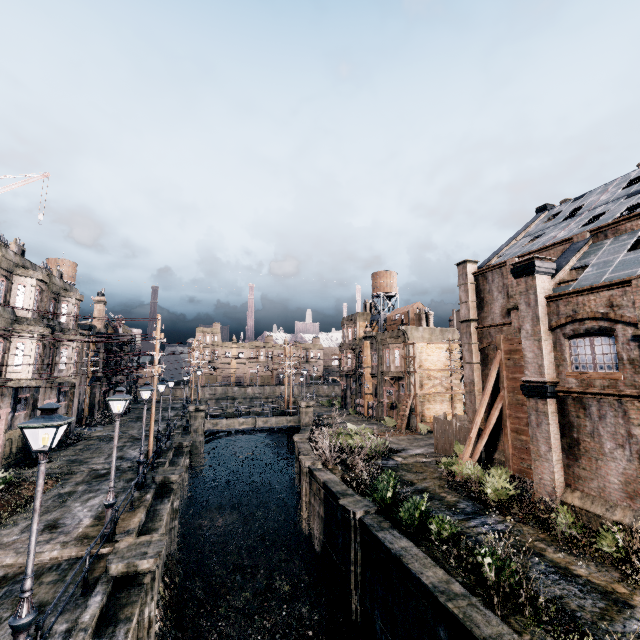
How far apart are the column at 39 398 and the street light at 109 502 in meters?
16.6 m

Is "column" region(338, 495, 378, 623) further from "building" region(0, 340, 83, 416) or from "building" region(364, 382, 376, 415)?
"building" region(0, 340, 83, 416)

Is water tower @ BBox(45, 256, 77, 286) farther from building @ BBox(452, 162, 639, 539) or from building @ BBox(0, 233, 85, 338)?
building @ BBox(452, 162, 639, 539)

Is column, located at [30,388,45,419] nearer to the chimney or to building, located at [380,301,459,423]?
the chimney

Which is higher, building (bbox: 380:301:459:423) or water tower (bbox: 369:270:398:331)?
water tower (bbox: 369:270:398:331)

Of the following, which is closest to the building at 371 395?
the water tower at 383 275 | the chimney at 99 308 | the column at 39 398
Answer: the water tower at 383 275

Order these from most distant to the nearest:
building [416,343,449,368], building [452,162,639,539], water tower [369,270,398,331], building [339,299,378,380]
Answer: water tower [369,270,398,331] → building [339,299,378,380] → building [416,343,449,368] → building [452,162,639,539]

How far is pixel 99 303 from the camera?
43.9m
